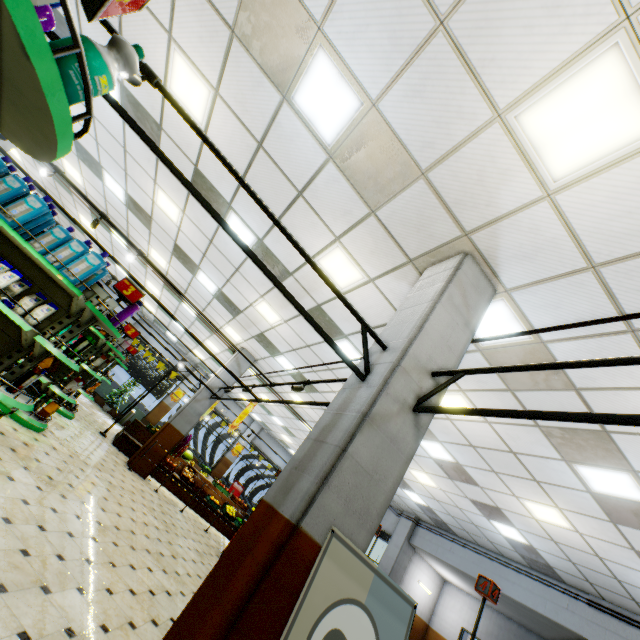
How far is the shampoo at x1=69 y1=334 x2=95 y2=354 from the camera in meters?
3.9

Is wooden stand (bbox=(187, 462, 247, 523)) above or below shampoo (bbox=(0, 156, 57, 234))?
below

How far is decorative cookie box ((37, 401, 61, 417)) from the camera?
6.15m

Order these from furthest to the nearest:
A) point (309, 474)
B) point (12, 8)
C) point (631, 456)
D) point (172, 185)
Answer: point (172, 185), point (631, 456), point (309, 474), point (12, 8)

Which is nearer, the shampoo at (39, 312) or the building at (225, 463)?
the shampoo at (39, 312)

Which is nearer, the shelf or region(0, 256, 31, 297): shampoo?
the shelf

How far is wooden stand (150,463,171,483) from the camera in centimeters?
1095cm

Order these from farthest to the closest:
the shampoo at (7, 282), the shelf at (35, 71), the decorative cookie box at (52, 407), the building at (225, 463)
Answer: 1. the building at (225, 463)
2. the decorative cookie box at (52, 407)
3. the shampoo at (7, 282)
4. the shelf at (35, 71)
